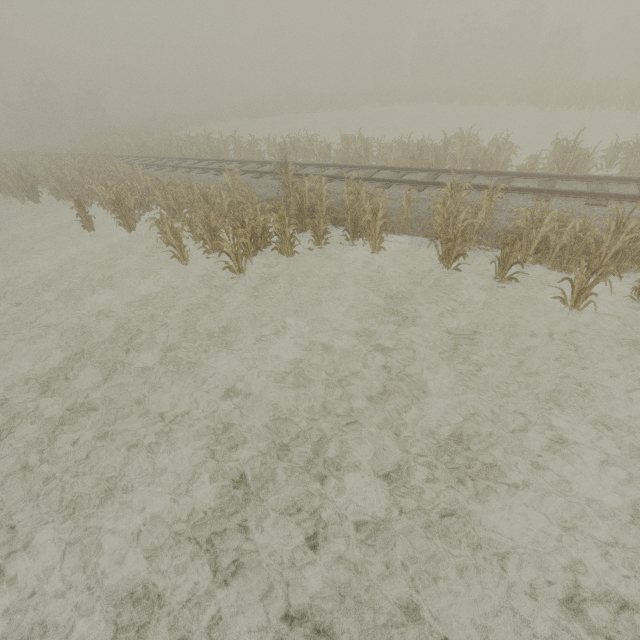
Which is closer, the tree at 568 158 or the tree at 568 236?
the tree at 568 236

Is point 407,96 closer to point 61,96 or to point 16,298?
point 16,298

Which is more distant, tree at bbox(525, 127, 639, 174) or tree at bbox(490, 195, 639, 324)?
tree at bbox(525, 127, 639, 174)
